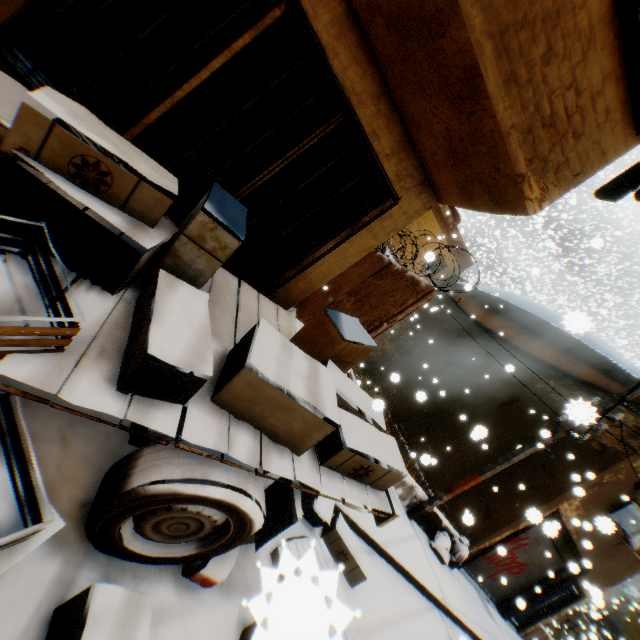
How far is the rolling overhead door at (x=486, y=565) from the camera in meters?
10.0 m

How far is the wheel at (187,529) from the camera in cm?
166

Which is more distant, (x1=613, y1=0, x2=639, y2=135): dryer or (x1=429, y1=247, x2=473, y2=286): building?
(x1=429, y1=247, x2=473, y2=286): building

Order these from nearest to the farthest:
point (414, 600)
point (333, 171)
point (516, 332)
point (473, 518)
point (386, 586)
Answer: point (333, 171), point (386, 586), point (414, 600), point (473, 518), point (516, 332)

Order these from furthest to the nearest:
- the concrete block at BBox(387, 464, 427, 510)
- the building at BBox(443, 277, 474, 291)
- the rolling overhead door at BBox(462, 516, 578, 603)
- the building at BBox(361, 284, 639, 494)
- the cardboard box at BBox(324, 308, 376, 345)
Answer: the building at BBox(361, 284, 639, 494) → the rolling overhead door at BBox(462, 516, 578, 603) → the concrete block at BBox(387, 464, 427, 510) → the building at BBox(443, 277, 474, 291) → the cardboard box at BBox(324, 308, 376, 345)

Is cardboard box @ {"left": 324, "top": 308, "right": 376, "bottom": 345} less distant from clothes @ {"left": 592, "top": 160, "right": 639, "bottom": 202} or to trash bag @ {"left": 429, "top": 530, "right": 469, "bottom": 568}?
clothes @ {"left": 592, "top": 160, "right": 639, "bottom": 202}

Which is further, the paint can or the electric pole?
the electric pole

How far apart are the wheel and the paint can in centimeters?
2cm
